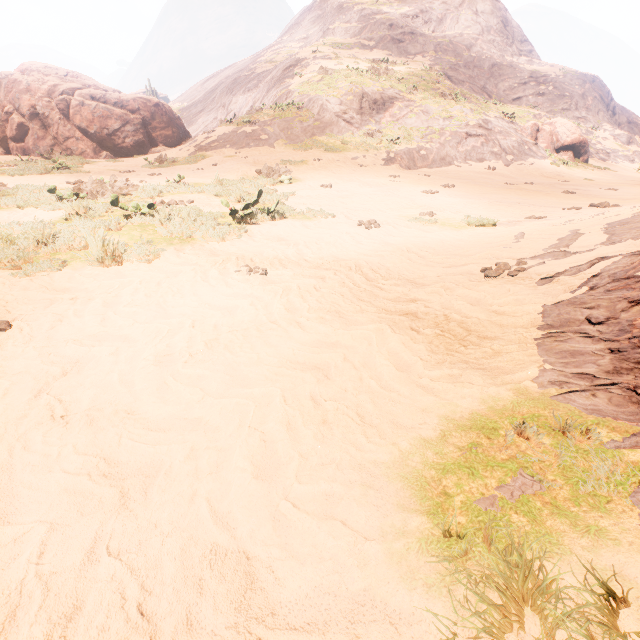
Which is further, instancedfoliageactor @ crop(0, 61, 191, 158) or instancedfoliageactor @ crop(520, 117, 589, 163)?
instancedfoliageactor @ crop(520, 117, 589, 163)

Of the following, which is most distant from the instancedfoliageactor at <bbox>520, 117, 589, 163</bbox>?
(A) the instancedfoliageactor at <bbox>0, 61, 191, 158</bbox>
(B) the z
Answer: (A) the instancedfoliageactor at <bbox>0, 61, 191, 158</bbox>

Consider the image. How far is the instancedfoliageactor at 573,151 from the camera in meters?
23.8

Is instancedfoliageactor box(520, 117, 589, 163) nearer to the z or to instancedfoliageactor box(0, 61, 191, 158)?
the z

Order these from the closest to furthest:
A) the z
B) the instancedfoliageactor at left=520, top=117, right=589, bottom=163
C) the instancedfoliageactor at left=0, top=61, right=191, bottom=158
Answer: the z → the instancedfoliageactor at left=0, top=61, right=191, bottom=158 → the instancedfoliageactor at left=520, top=117, right=589, bottom=163

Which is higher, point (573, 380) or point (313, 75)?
point (313, 75)

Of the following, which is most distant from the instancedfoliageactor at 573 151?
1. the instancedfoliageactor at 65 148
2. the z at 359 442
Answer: the instancedfoliageactor at 65 148
